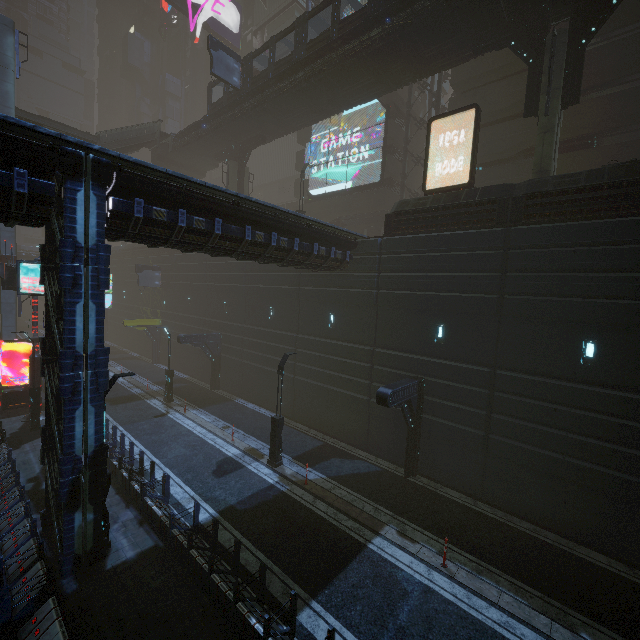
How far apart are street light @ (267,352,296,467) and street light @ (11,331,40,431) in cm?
1334

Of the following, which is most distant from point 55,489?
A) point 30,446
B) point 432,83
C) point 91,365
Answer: point 432,83

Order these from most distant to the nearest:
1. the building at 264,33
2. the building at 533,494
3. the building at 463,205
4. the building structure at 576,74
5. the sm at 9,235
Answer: the building at 264,33, the sm at 9,235, the building structure at 576,74, the building at 463,205, the building at 533,494

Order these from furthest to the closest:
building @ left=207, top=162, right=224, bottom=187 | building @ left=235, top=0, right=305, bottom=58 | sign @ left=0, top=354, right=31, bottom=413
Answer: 1. building @ left=207, top=162, right=224, bottom=187
2. building @ left=235, top=0, right=305, bottom=58
3. sign @ left=0, top=354, right=31, bottom=413

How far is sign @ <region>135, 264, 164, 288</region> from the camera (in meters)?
32.56

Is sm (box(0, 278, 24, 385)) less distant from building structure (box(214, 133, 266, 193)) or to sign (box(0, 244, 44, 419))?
sign (box(0, 244, 44, 419))

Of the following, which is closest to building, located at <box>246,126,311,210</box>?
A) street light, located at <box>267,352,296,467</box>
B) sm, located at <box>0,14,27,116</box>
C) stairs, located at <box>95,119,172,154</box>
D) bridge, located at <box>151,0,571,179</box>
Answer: sm, located at <box>0,14,27,116</box>

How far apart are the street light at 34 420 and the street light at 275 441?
13.3 meters
